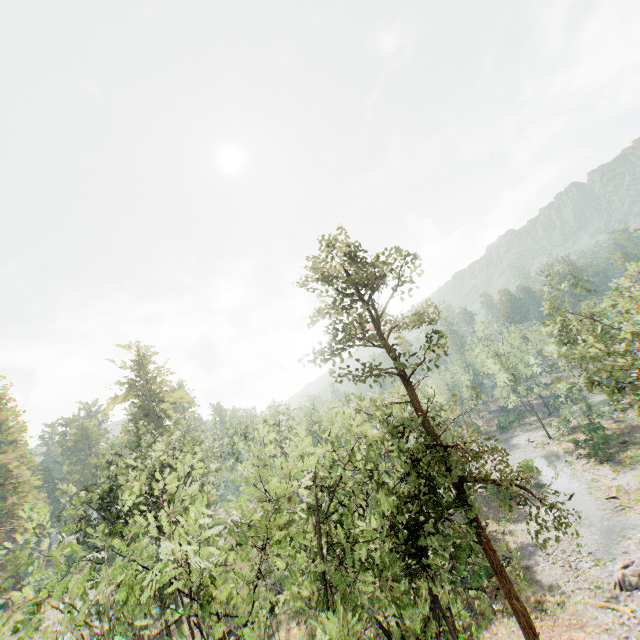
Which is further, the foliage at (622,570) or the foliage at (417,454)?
the foliage at (622,570)

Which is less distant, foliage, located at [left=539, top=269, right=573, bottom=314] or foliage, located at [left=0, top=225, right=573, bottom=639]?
foliage, located at [left=0, top=225, right=573, bottom=639]

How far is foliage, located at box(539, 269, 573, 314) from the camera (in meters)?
33.12

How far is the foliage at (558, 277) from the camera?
33.12m

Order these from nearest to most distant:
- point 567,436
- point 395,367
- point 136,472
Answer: point 395,367, point 136,472, point 567,436

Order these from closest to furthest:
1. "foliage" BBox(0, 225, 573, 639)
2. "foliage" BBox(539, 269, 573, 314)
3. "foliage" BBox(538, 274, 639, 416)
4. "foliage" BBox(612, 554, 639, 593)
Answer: "foliage" BBox(0, 225, 573, 639), "foliage" BBox(538, 274, 639, 416), "foliage" BBox(612, 554, 639, 593), "foliage" BBox(539, 269, 573, 314)
